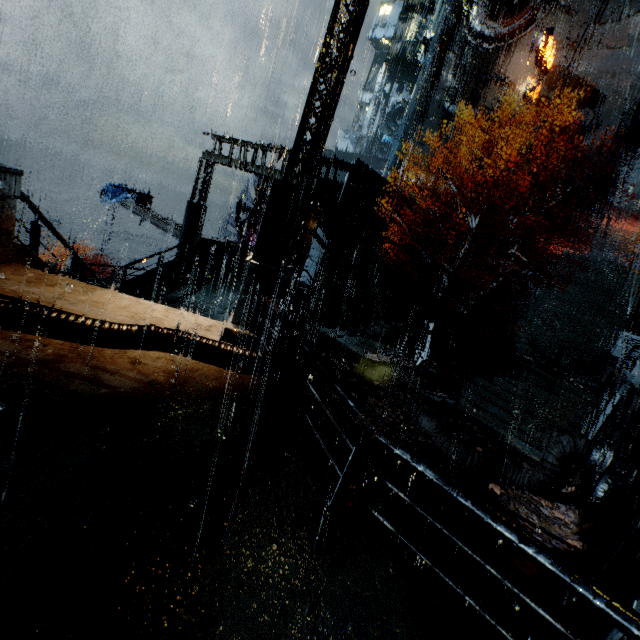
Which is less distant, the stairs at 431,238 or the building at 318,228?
the building at 318,228

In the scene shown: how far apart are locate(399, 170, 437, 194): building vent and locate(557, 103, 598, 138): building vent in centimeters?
1114cm

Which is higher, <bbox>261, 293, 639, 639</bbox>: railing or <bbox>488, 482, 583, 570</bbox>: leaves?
<bbox>261, 293, 639, 639</bbox>: railing

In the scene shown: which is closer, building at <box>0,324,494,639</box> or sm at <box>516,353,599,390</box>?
building at <box>0,324,494,639</box>

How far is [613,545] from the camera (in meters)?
6.85

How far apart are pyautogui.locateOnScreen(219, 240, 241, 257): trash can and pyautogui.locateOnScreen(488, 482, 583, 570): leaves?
18.9m

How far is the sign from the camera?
27.42m

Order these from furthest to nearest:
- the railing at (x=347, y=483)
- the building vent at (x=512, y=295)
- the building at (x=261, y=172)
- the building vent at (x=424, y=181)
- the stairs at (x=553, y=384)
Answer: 1. the building vent at (x=424, y=181)
2. the building vent at (x=512, y=295)
3. the building at (x=261, y=172)
4. the stairs at (x=553, y=384)
5. the railing at (x=347, y=483)
